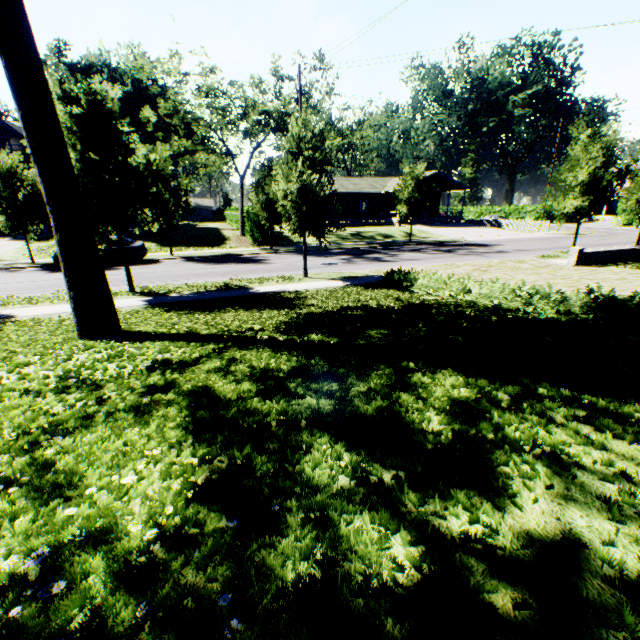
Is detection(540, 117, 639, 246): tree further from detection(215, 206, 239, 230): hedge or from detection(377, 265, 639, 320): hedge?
detection(377, 265, 639, 320): hedge

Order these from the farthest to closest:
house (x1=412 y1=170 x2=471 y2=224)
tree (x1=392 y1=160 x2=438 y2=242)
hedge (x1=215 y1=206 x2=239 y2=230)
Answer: house (x1=412 y1=170 x2=471 y2=224)
hedge (x1=215 y1=206 x2=239 y2=230)
tree (x1=392 y1=160 x2=438 y2=242)

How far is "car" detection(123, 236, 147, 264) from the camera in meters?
19.6

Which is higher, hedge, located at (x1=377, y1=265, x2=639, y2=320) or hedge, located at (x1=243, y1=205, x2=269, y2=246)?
hedge, located at (x1=243, y1=205, x2=269, y2=246)

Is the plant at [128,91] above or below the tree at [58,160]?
above

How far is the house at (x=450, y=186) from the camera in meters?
40.9

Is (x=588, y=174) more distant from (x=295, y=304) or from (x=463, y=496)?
(x=463, y=496)

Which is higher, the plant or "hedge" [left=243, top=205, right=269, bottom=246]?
the plant
